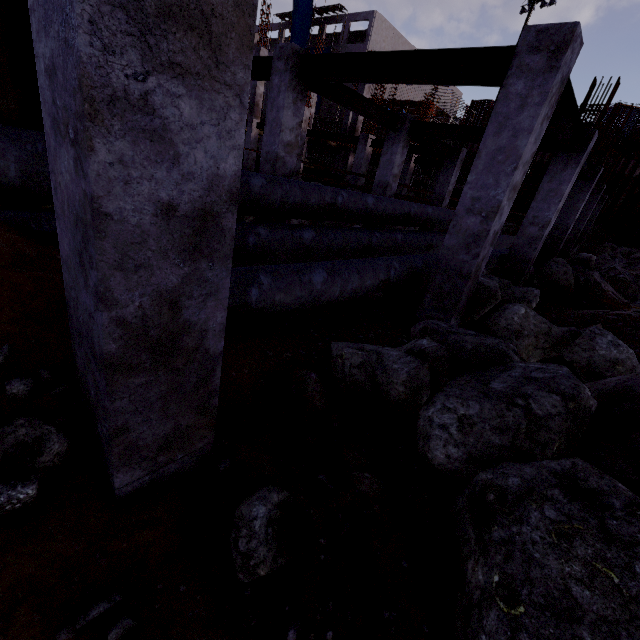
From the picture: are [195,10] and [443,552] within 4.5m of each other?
yes

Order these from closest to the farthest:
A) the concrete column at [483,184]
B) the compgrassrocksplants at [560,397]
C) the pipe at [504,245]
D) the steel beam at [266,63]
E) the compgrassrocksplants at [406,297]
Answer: the compgrassrocksplants at [560,397] < the concrete column at [483,184] < the compgrassrocksplants at [406,297] < the steel beam at [266,63] < the pipe at [504,245]

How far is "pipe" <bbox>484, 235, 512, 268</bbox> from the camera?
11.0 meters

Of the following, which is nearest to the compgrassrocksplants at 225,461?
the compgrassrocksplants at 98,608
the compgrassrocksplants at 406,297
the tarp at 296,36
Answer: the compgrassrocksplants at 98,608

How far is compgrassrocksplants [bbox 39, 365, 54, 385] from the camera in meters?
2.0

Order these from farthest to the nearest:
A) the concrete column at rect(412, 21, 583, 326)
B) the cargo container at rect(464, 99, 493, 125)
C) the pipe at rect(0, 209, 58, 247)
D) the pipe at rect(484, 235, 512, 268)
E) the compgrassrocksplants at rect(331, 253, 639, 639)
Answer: the cargo container at rect(464, 99, 493, 125), the pipe at rect(484, 235, 512, 268), the concrete column at rect(412, 21, 583, 326), the pipe at rect(0, 209, 58, 247), the compgrassrocksplants at rect(331, 253, 639, 639)

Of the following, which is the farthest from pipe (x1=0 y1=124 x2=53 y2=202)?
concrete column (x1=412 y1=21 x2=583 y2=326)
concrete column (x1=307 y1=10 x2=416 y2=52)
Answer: concrete column (x1=307 y1=10 x2=416 y2=52)

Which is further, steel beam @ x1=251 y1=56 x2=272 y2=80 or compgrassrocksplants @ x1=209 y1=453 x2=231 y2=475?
steel beam @ x1=251 y1=56 x2=272 y2=80
